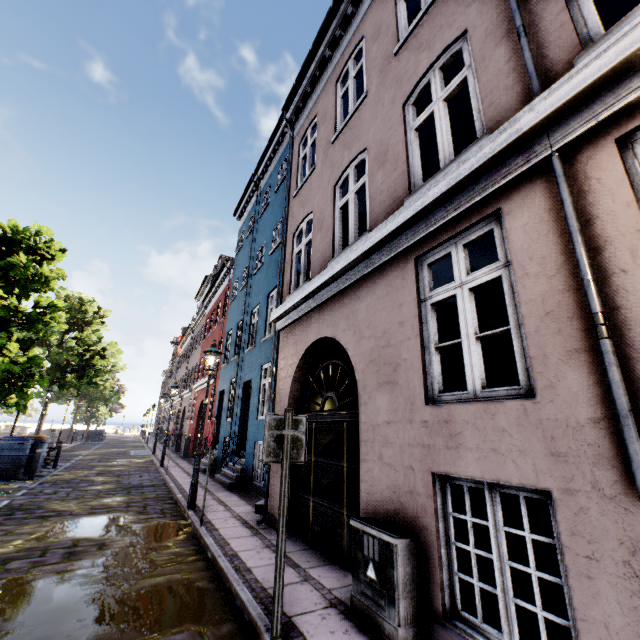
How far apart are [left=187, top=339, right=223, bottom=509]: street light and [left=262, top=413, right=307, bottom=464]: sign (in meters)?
5.19

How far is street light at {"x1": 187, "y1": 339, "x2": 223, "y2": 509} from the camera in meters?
7.3

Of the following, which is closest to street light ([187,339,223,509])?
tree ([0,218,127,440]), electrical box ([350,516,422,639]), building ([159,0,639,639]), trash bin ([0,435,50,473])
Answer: building ([159,0,639,639])

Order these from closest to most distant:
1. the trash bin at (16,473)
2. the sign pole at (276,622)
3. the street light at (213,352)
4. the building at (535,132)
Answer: the building at (535,132), the sign pole at (276,622), the street light at (213,352), the trash bin at (16,473)

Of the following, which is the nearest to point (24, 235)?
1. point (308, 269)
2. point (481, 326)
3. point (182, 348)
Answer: point (308, 269)

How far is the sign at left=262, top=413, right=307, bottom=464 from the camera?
3.3m

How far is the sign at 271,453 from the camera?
3.3 meters

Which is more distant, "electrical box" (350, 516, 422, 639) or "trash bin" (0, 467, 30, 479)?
"trash bin" (0, 467, 30, 479)
